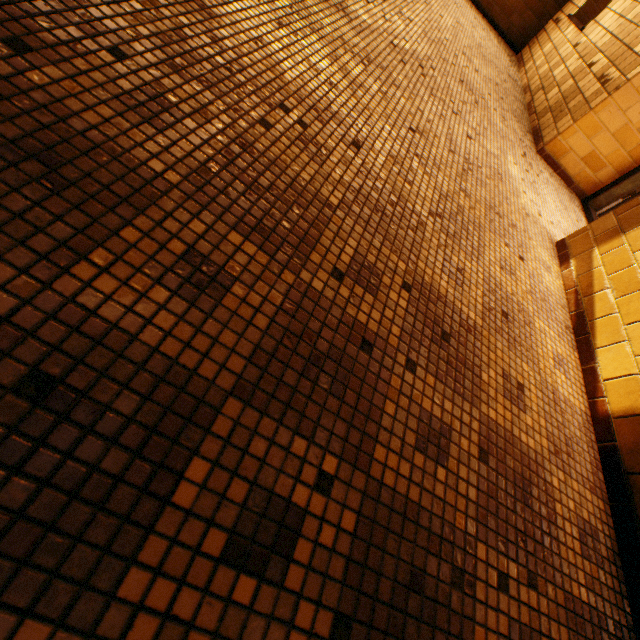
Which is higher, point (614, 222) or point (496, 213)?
point (614, 222)
